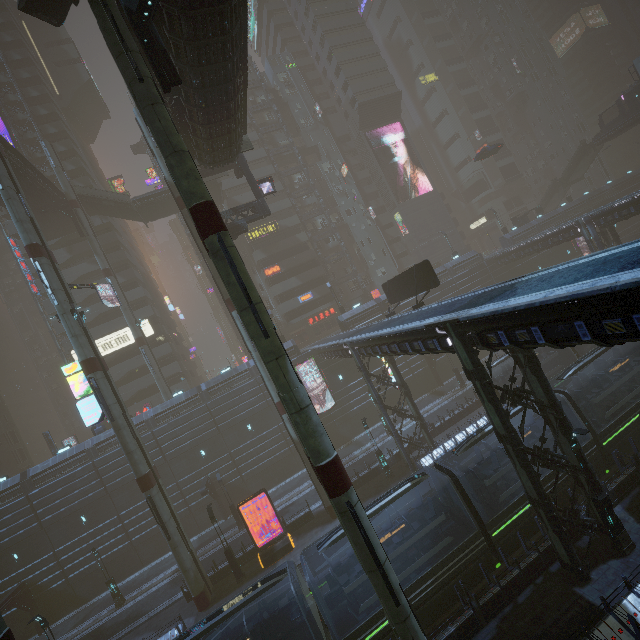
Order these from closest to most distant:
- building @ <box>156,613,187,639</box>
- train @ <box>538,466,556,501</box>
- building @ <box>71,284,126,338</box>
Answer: train @ <box>538,466,556,501</box>
building @ <box>156,613,187,639</box>
building @ <box>71,284,126,338</box>

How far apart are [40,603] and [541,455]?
44.6m

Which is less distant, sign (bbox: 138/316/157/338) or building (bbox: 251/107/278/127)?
sign (bbox: 138/316/157/338)

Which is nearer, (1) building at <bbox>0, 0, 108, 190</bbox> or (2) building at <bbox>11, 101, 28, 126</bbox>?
(2) building at <bbox>11, 101, 28, 126</bbox>

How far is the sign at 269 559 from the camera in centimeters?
2330cm

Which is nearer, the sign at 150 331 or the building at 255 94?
the sign at 150 331

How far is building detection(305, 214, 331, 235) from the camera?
54.6m
